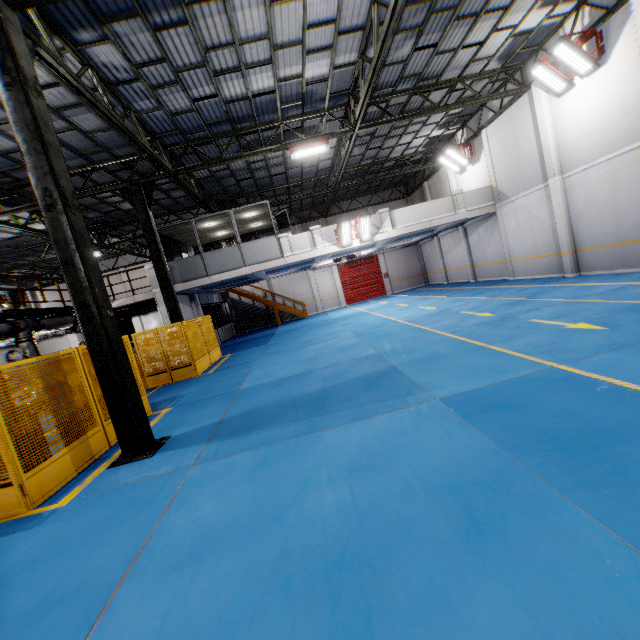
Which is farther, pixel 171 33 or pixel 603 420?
pixel 171 33

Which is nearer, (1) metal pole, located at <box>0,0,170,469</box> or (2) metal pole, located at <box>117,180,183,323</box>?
(1) metal pole, located at <box>0,0,170,469</box>

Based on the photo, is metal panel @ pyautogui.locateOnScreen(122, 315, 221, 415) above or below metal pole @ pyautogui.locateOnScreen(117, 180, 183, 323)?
below

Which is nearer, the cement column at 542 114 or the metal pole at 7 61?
the metal pole at 7 61

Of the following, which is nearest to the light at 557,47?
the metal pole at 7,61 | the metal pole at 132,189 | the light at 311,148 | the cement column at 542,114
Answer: the cement column at 542,114

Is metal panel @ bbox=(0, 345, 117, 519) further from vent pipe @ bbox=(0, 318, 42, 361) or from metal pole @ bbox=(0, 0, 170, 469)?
vent pipe @ bbox=(0, 318, 42, 361)

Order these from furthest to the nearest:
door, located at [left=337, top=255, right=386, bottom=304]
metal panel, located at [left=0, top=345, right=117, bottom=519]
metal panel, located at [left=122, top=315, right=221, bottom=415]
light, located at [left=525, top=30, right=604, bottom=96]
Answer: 1. door, located at [left=337, top=255, right=386, bottom=304]
2. metal panel, located at [left=122, top=315, right=221, bottom=415]
3. light, located at [left=525, top=30, right=604, bottom=96]
4. metal panel, located at [left=0, top=345, right=117, bottom=519]

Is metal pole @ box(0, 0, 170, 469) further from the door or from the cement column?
the door
